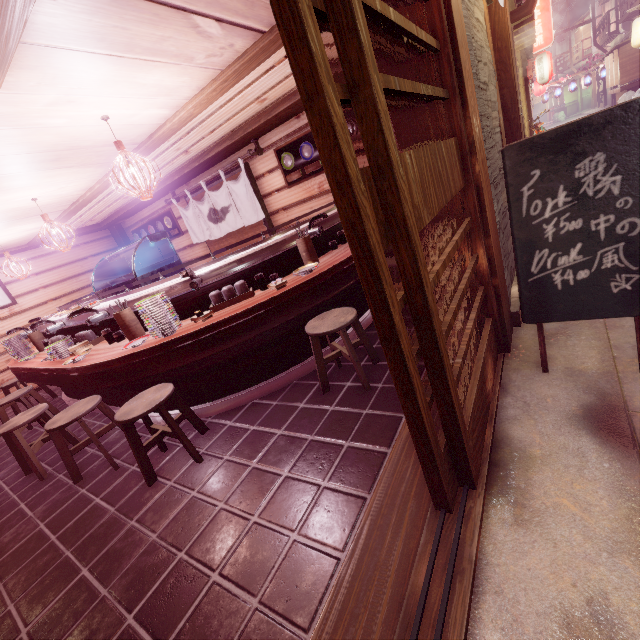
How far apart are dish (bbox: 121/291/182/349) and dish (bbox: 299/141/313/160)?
6.2 meters

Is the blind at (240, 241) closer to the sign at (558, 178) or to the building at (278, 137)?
the building at (278, 137)

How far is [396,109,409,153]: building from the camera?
7.73m

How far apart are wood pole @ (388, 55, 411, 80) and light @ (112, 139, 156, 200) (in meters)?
3.79

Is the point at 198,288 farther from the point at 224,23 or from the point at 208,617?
the point at 208,617

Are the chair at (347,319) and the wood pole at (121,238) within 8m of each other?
no

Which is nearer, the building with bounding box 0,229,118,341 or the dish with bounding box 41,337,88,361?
the dish with bounding box 41,337,88,361

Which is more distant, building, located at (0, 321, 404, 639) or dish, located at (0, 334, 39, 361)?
dish, located at (0, 334, 39, 361)
